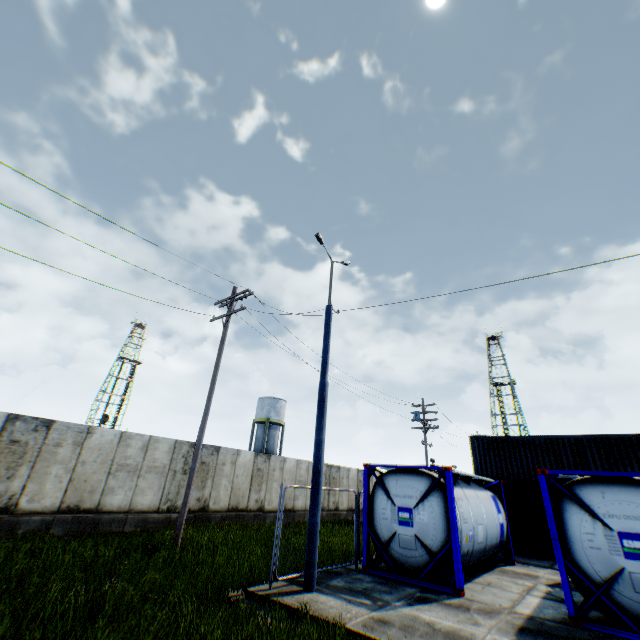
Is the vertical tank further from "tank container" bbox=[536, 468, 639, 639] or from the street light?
the street light

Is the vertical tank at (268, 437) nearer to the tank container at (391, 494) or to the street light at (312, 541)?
the tank container at (391, 494)

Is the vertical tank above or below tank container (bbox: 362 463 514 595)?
above

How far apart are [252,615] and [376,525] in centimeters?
602cm

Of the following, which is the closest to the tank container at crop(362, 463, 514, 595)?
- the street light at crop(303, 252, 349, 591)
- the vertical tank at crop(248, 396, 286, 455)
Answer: the street light at crop(303, 252, 349, 591)

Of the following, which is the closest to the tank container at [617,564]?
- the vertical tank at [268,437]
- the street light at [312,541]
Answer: the street light at [312,541]

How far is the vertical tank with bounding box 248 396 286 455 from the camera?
42.2 meters

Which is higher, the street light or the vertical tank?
the vertical tank
